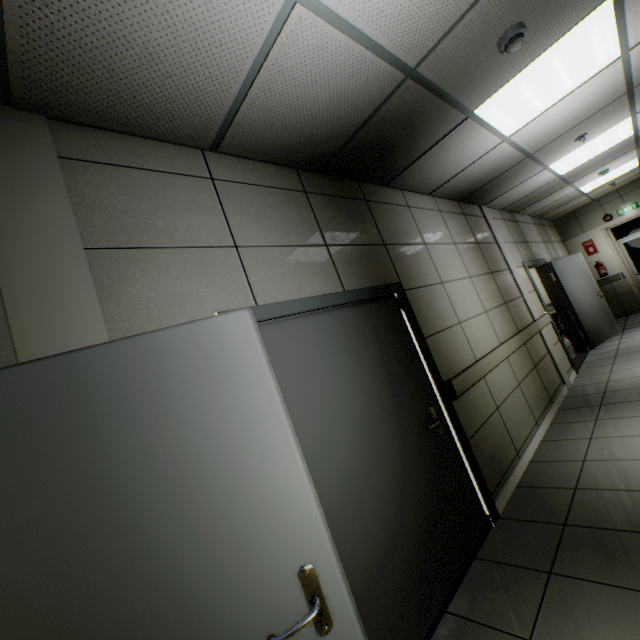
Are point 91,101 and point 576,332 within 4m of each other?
no

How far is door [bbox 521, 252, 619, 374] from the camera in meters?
6.3

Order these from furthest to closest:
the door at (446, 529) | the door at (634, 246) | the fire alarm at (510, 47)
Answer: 1. the door at (634, 246)
2. the fire alarm at (510, 47)
3. the door at (446, 529)

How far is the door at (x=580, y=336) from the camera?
6.3m

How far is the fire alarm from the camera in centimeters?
202cm

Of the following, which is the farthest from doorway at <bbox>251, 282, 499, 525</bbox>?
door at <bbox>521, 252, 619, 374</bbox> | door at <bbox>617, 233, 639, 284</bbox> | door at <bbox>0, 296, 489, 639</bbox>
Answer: door at <bbox>617, 233, 639, 284</bbox>

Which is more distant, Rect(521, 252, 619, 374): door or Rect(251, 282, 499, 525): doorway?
Rect(521, 252, 619, 374): door
